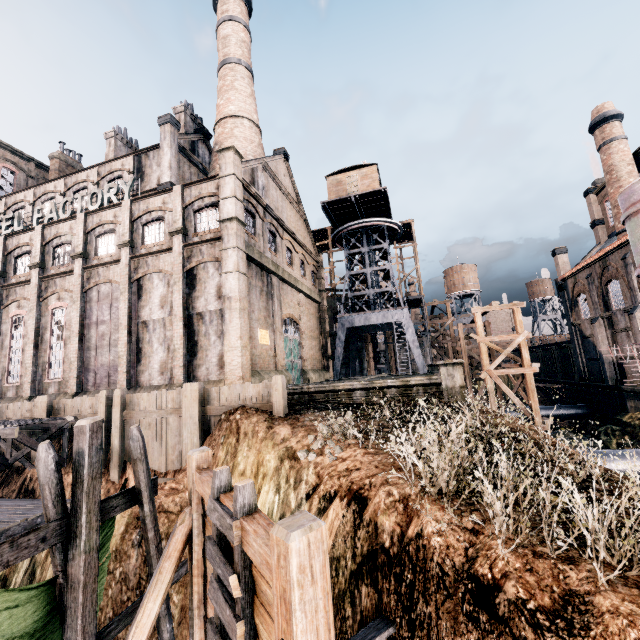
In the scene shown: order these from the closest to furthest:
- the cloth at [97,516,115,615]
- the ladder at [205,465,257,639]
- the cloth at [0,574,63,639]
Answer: the ladder at [205,465,257,639]
the cloth at [0,574,63,639]
the cloth at [97,516,115,615]

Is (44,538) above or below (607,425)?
above

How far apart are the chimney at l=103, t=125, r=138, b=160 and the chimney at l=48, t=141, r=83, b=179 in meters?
7.5 m

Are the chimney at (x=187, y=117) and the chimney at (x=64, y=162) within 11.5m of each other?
no

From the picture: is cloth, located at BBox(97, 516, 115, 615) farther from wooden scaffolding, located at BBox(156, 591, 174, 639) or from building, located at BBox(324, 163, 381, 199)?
building, located at BBox(324, 163, 381, 199)

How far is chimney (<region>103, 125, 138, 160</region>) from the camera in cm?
3562

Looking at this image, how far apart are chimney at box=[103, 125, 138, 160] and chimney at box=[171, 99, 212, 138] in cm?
759

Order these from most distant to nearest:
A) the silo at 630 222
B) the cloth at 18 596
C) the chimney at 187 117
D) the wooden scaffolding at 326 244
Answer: the wooden scaffolding at 326 244 < the chimney at 187 117 < the silo at 630 222 < the cloth at 18 596
